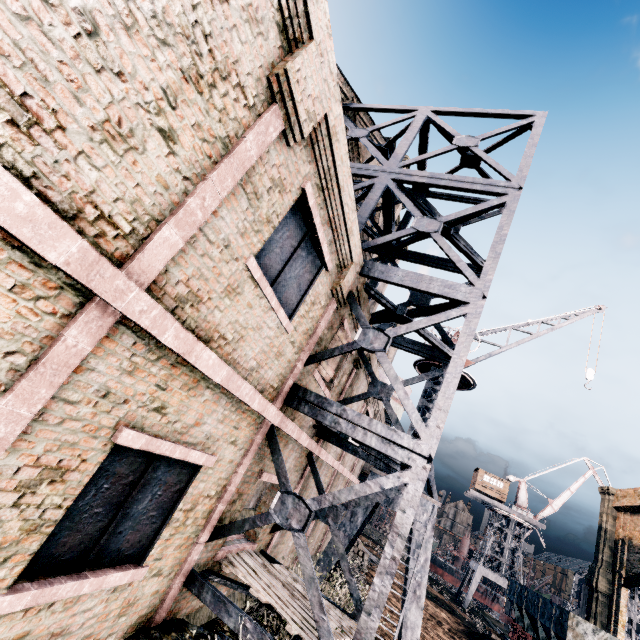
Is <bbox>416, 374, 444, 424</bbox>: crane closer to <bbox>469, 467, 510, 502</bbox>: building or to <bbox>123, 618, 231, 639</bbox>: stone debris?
<bbox>123, 618, 231, 639</bbox>: stone debris

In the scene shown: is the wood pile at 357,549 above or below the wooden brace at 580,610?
below

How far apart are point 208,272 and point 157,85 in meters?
2.0 m

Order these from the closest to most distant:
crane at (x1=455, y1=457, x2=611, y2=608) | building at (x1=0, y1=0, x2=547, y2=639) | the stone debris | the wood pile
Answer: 1. building at (x1=0, y1=0, x2=547, y2=639)
2. the stone debris
3. the wood pile
4. crane at (x1=455, y1=457, x2=611, y2=608)

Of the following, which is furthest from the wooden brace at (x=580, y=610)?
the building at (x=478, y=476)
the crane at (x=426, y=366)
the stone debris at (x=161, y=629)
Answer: the stone debris at (x=161, y=629)

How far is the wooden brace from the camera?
30.0m

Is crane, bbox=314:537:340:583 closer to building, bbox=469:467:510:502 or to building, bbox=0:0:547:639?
building, bbox=0:0:547:639

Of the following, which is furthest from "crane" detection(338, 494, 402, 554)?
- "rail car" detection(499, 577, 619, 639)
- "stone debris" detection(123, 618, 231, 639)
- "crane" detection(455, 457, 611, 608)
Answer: "crane" detection(455, 457, 611, 608)
